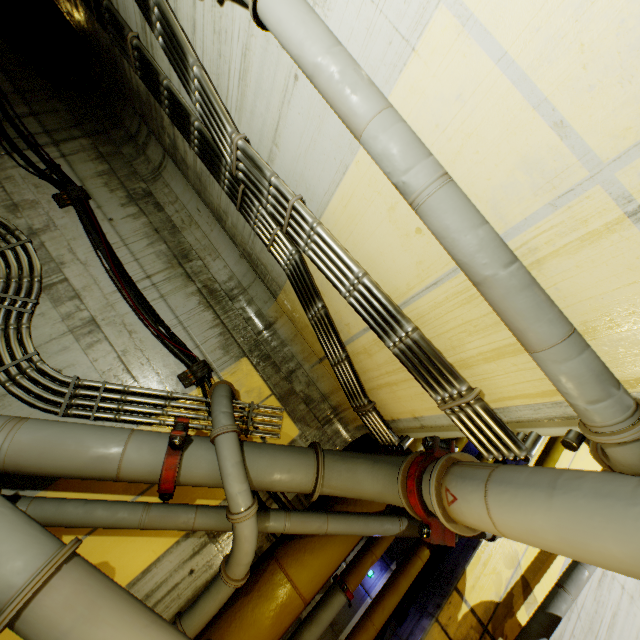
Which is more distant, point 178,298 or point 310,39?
point 178,298

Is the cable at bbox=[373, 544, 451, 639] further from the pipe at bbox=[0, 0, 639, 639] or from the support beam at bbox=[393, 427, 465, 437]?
the support beam at bbox=[393, 427, 465, 437]

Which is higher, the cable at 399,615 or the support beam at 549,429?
the support beam at 549,429

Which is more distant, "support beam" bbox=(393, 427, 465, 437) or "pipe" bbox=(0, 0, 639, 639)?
"support beam" bbox=(393, 427, 465, 437)

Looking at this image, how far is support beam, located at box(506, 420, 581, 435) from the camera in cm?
217

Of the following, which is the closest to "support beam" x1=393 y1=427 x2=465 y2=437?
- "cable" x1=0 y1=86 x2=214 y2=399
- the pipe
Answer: the pipe

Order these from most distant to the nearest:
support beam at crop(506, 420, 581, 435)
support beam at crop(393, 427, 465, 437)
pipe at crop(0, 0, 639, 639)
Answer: support beam at crop(393, 427, 465, 437), support beam at crop(506, 420, 581, 435), pipe at crop(0, 0, 639, 639)

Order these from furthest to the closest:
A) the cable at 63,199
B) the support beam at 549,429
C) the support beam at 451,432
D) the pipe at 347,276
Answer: the cable at 63,199
the support beam at 451,432
the support beam at 549,429
the pipe at 347,276
